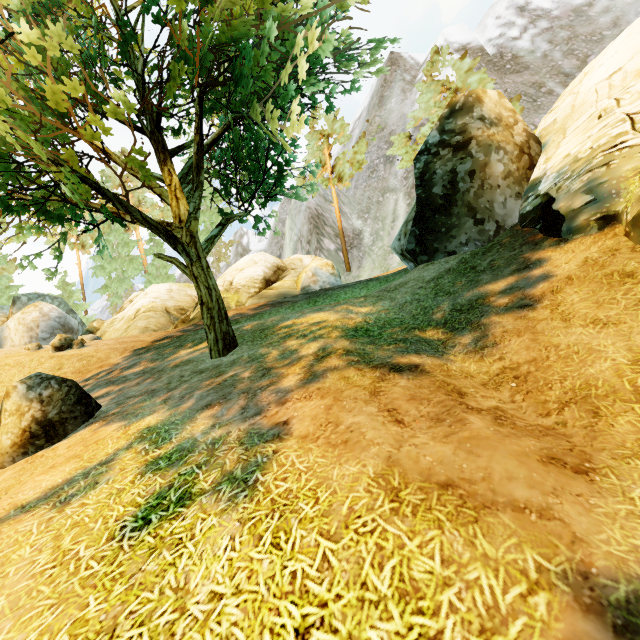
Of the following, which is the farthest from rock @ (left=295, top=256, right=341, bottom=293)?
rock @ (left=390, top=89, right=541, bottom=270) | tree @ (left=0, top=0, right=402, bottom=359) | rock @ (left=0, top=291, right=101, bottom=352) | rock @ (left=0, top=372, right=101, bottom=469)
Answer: rock @ (left=0, top=291, right=101, bottom=352)

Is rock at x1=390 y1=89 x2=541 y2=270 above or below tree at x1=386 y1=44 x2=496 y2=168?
below

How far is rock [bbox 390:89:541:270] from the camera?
9.27m

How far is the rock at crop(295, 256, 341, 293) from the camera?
19.56m

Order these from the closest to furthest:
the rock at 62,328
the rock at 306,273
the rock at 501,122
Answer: the rock at 501,122
the rock at 62,328
the rock at 306,273

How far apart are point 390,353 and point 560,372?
2.49m

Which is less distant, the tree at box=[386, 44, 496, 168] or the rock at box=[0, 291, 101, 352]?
the rock at box=[0, 291, 101, 352]

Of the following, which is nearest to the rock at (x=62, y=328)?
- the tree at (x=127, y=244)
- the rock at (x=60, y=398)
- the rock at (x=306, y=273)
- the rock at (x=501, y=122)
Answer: the tree at (x=127, y=244)
